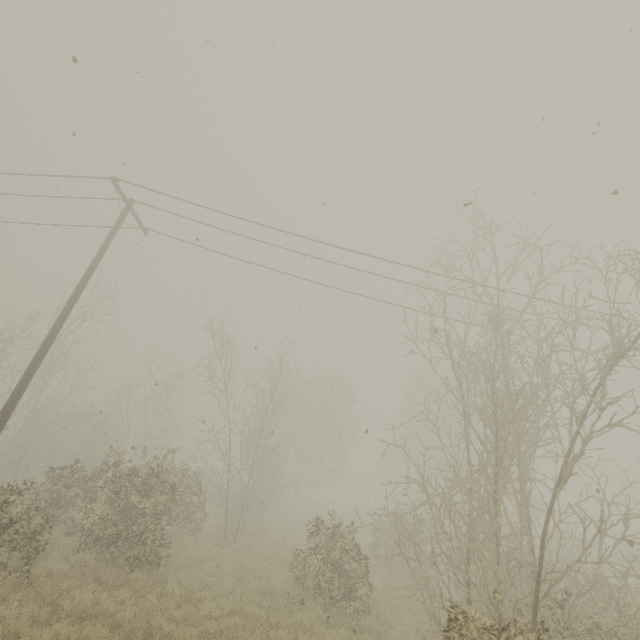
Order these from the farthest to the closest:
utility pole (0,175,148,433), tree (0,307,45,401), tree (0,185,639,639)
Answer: tree (0,307,45,401), utility pole (0,175,148,433), tree (0,185,639,639)

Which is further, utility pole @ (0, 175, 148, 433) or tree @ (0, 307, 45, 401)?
tree @ (0, 307, 45, 401)

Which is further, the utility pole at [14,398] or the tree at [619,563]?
the utility pole at [14,398]

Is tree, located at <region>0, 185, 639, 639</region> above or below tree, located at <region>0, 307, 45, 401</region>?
below

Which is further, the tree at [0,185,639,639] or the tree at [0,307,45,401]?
the tree at [0,307,45,401]

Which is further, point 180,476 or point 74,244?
point 180,476

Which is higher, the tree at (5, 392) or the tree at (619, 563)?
the tree at (5, 392)
